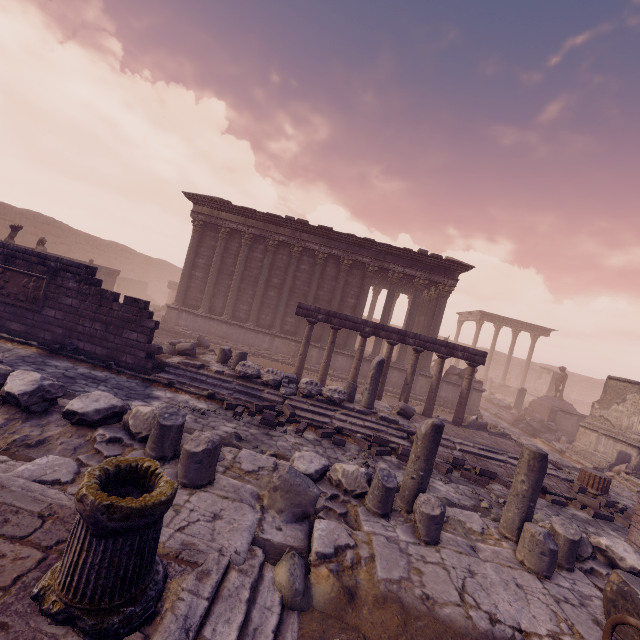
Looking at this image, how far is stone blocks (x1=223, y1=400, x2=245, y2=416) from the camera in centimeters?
838cm

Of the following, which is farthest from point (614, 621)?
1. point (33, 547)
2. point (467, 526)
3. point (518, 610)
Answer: point (33, 547)

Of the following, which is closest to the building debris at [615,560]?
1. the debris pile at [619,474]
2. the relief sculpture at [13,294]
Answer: the relief sculpture at [13,294]

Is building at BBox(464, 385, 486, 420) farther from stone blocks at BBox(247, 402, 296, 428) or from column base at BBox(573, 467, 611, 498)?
stone blocks at BBox(247, 402, 296, 428)

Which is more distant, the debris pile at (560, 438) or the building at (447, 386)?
the building at (447, 386)

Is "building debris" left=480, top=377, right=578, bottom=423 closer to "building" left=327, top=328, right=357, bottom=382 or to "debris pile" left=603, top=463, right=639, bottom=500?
"building" left=327, top=328, right=357, bottom=382

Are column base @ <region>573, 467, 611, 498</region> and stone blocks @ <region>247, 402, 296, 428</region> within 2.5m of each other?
no

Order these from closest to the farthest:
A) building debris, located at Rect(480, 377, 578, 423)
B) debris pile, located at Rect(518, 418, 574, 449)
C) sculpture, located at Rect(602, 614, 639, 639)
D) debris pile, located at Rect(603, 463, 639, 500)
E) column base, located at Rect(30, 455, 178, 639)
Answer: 1. column base, located at Rect(30, 455, 178, 639)
2. sculpture, located at Rect(602, 614, 639, 639)
3. debris pile, located at Rect(603, 463, 639, 500)
4. debris pile, located at Rect(518, 418, 574, 449)
5. building debris, located at Rect(480, 377, 578, 423)
